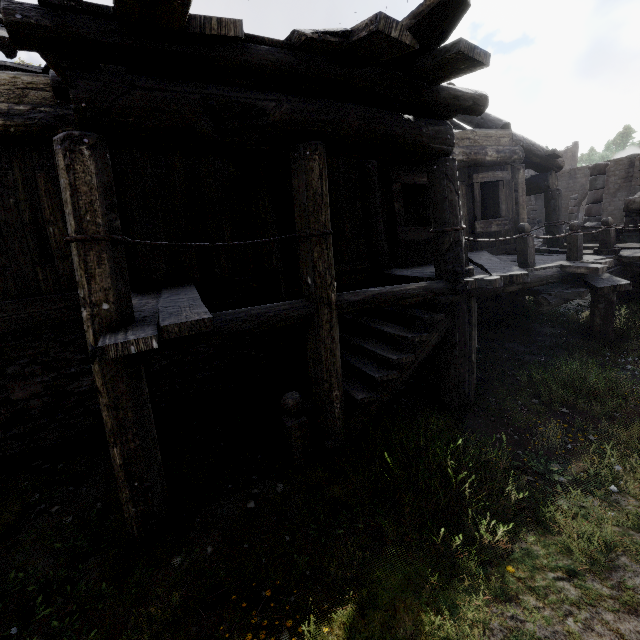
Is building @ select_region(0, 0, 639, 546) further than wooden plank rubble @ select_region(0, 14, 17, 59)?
No

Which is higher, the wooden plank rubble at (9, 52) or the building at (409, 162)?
the wooden plank rubble at (9, 52)

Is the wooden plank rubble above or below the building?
above

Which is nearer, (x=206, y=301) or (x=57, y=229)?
(x=57, y=229)

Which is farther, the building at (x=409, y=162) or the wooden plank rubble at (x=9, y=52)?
the wooden plank rubble at (x=9, y=52)
